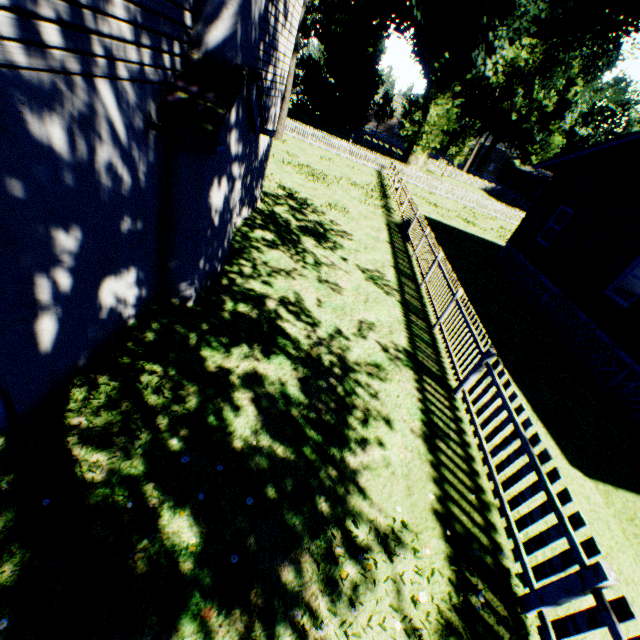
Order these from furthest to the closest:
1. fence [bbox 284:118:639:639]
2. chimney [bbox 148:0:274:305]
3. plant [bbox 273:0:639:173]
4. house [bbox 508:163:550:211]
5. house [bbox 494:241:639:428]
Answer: house [bbox 508:163:550:211]
plant [bbox 273:0:639:173]
house [bbox 494:241:639:428]
chimney [bbox 148:0:274:305]
fence [bbox 284:118:639:639]

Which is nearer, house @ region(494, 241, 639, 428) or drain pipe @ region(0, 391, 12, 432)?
drain pipe @ region(0, 391, 12, 432)

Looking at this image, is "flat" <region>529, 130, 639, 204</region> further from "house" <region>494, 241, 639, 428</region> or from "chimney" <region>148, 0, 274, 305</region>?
"chimney" <region>148, 0, 274, 305</region>

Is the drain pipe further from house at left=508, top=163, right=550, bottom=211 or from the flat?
house at left=508, top=163, right=550, bottom=211

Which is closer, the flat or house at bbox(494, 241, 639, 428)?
house at bbox(494, 241, 639, 428)

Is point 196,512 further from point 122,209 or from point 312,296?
point 312,296

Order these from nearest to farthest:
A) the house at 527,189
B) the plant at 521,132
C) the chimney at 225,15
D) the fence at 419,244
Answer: the fence at 419,244 → the chimney at 225,15 → the plant at 521,132 → the house at 527,189

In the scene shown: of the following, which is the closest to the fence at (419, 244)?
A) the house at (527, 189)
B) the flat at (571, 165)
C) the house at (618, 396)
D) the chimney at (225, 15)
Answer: the house at (527, 189)
